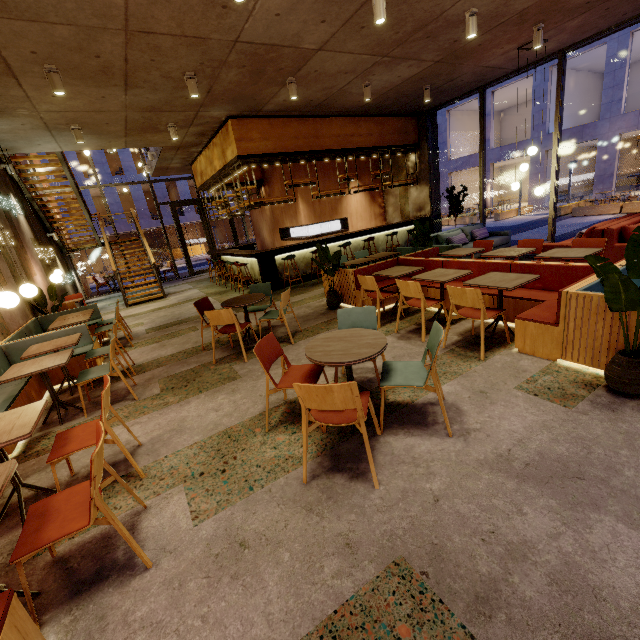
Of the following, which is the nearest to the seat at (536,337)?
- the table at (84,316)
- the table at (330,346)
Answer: the table at (330,346)

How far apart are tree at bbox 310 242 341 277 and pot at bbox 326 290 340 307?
0.03m

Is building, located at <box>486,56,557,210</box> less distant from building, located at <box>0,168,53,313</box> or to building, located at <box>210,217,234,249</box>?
building, located at <box>0,168,53,313</box>

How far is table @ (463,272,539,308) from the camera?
3.81m

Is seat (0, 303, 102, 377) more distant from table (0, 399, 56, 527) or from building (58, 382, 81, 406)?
table (0, 399, 56, 527)

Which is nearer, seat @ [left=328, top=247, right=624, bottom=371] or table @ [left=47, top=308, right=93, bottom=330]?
seat @ [left=328, top=247, right=624, bottom=371]

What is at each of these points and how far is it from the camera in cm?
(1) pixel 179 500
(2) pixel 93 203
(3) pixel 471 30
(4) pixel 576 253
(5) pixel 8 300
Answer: (1) building, 250
(2) building, 2728
(3) lamp, 518
(4) table, 473
(5) lamp, 357

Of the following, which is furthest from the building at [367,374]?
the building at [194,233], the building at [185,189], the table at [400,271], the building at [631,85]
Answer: the building at [194,233]
